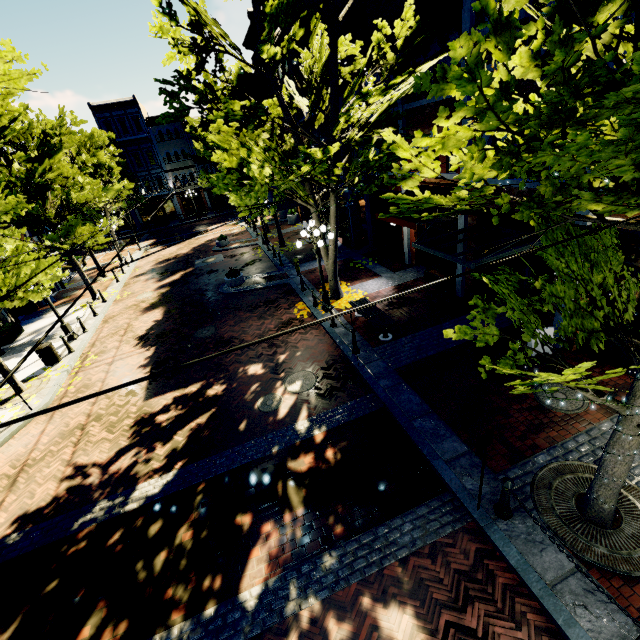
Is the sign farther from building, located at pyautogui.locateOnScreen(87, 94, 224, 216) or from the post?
building, located at pyautogui.locateOnScreen(87, 94, 224, 216)

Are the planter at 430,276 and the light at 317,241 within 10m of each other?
yes

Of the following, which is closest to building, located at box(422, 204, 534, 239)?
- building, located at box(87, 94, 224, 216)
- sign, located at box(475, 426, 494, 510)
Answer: building, located at box(87, 94, 224, 216)

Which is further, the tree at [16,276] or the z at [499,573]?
the tree at [16,276]

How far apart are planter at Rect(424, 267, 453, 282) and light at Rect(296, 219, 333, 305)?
4.28m

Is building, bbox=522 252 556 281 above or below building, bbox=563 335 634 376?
above

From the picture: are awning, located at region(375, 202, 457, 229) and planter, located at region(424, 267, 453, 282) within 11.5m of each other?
yes

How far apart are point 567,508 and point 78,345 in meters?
17.7 m
